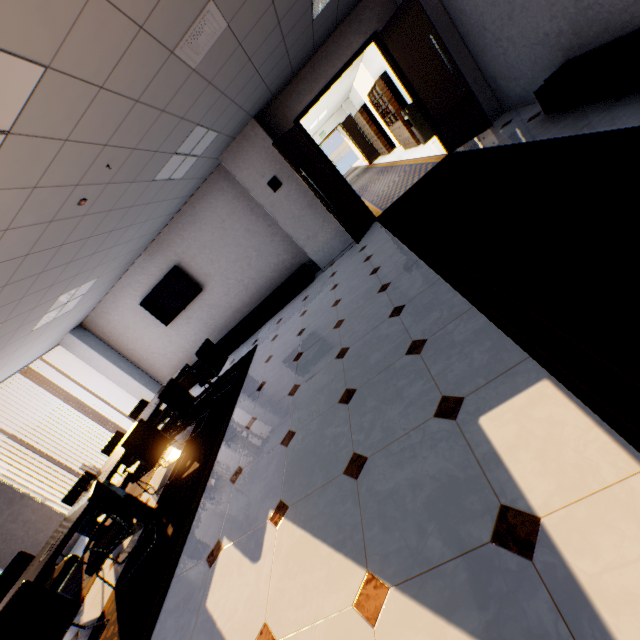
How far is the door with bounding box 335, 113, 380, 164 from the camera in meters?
15.7

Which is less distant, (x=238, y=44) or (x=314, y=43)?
(x=238, y=44)

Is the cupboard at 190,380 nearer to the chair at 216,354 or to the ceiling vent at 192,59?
the chair at 216,354

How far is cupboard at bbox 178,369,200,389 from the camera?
8.1m

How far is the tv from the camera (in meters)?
7.44

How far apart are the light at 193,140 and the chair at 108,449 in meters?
4.2 m

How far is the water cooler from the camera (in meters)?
8.98

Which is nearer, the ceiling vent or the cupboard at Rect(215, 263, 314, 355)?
the ceiling vent
